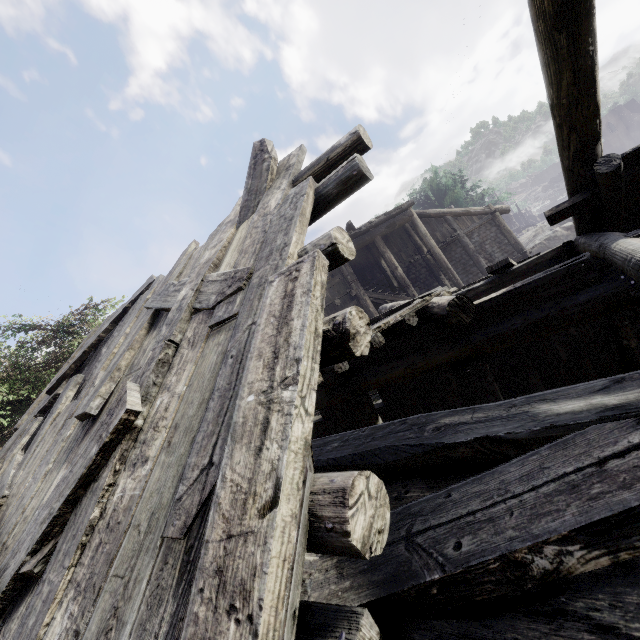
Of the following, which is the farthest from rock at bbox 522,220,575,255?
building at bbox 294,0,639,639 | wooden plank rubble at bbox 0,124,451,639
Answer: wooden plank rubble at bbox 0,124,451,639

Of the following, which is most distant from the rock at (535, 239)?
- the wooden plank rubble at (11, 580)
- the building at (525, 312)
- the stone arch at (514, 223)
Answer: the wooden plank rubble at (11, 580)

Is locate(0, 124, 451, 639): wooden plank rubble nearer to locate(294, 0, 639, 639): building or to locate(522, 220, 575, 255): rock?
locate(294, 0, 639, 639): building

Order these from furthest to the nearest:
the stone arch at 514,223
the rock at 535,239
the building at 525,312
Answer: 1. the stone arch at 514,223
2. the rock at 535,239
3. the building at 525,312

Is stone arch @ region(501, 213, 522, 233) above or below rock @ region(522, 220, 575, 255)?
above

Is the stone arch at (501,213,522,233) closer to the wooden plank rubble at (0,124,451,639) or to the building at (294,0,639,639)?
the building at (294,0,639,639)

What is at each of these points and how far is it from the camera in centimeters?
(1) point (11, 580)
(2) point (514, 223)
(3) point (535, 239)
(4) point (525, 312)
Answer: (1) wooden plank rubble, 201cm
(2) stone arch, 5216cm
(3) rock, 3056cm
(4) building, 477cm
